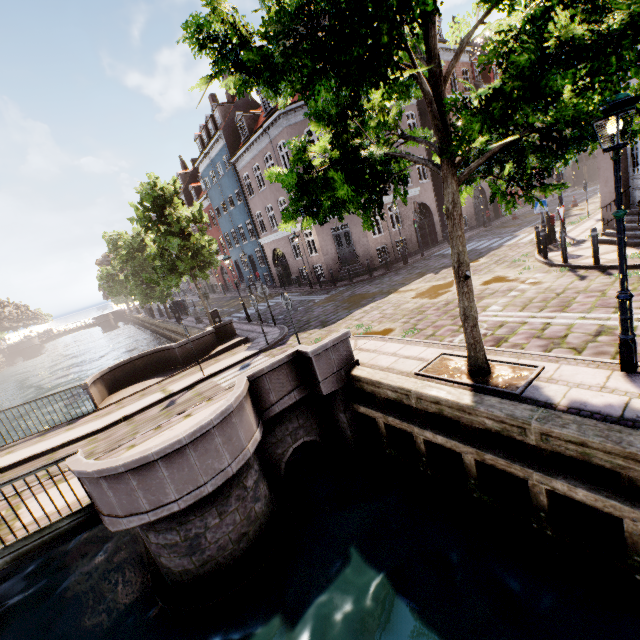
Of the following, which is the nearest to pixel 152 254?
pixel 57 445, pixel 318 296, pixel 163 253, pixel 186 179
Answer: pixel 163 253

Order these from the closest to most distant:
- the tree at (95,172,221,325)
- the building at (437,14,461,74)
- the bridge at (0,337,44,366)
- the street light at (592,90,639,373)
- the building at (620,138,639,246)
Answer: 1. the street light at (592,90,639,373)
2. the building at (620,138,639,246)
3. the tree at (95,172,221,325)
4. the building at (437,14,461,74)
5. the bridge at (0,337,44,366)

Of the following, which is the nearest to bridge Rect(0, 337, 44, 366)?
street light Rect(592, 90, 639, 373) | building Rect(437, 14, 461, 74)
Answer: building Rect(437, 14, 461, 74)

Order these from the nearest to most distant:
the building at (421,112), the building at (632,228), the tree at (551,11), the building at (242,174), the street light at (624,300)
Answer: the tree at (551,11), the street light at (624,300), the building at (632,228), the building at (242,174), the building at (421,112)

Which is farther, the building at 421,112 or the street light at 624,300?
the building at 421,112

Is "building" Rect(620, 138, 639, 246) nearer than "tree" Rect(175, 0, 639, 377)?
No

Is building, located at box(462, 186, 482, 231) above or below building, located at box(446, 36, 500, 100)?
below

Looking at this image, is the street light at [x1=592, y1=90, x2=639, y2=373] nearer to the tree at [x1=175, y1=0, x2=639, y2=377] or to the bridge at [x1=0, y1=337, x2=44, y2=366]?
the tree at [x1=175, y1=0, x2=639, y2=377]
